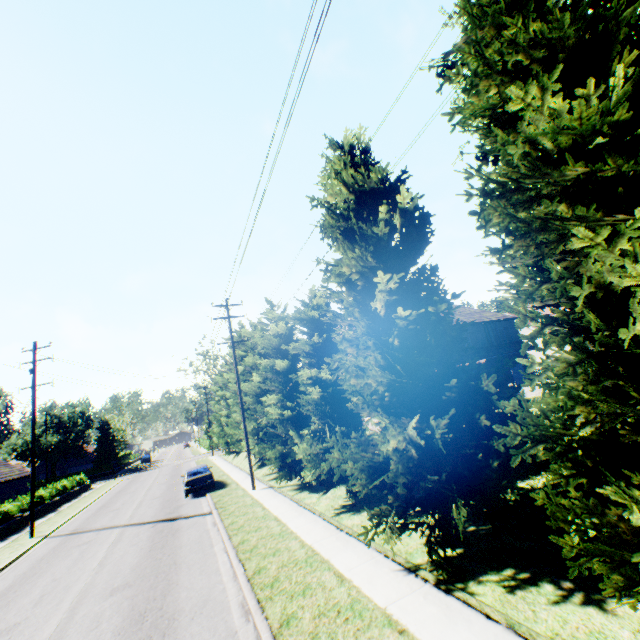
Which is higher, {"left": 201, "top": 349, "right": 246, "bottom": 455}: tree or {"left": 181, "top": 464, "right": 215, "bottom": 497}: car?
{"left": 201, "top": 349, "right": 246, "bottom": 455}: tree

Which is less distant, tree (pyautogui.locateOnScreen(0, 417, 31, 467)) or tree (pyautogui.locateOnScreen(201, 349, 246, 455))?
tree (pyautogui.locateOnScreen(201, 349, 246, 455))

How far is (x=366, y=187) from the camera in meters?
9.3

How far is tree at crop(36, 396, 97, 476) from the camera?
51.6m

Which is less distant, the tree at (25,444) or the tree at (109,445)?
the tree at (25,444)

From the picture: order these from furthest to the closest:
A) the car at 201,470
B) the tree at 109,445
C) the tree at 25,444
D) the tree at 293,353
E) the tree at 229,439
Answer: the tree at 109,445 < the tree at 25,444 < the tree at 229,439 < the car at 201,470 < the tree at 293,353

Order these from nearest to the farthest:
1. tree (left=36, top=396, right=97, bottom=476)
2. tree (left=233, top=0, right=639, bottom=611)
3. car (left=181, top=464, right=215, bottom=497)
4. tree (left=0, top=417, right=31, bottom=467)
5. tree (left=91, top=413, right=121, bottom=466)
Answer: tree (left=233, top=0, right=639, bottom=611) < car (left=181, top=464, right=215, bottom=497) < tree (left=0, top=417, right=31, bottom=467) < tree (left=36, top=396, right=97, bottom=476) < tree (left=91, top=413, right=121, bottom=466)
